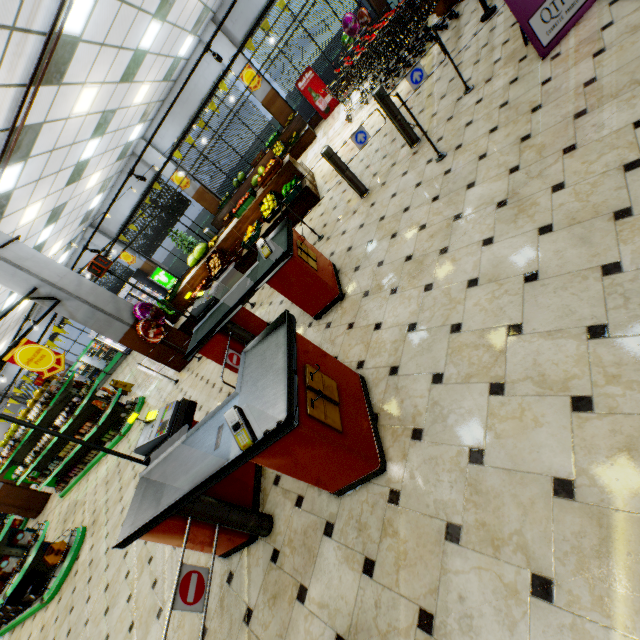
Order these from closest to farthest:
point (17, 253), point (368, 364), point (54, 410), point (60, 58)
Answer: point (368, 364)
point (60, 58)
point (17, 253)
point (54, 410)

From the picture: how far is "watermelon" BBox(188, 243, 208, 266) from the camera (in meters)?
8.98

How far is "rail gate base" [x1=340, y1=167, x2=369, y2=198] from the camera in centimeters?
520cm

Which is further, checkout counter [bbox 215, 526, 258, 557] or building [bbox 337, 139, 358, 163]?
building [bbox 337, 139, 358, 163]

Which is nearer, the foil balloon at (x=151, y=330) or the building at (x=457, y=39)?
the building at (x=457, y=39)

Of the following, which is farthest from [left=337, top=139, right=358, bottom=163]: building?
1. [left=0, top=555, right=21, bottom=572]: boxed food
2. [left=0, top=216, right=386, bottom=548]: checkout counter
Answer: [left=0, top=555, right=21, bottom=572]: boxed food

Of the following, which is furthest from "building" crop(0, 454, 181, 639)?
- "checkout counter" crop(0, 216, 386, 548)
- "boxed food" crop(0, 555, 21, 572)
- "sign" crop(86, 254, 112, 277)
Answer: "sign" crop(86, 254, 112, 277)

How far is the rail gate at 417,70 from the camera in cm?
441
